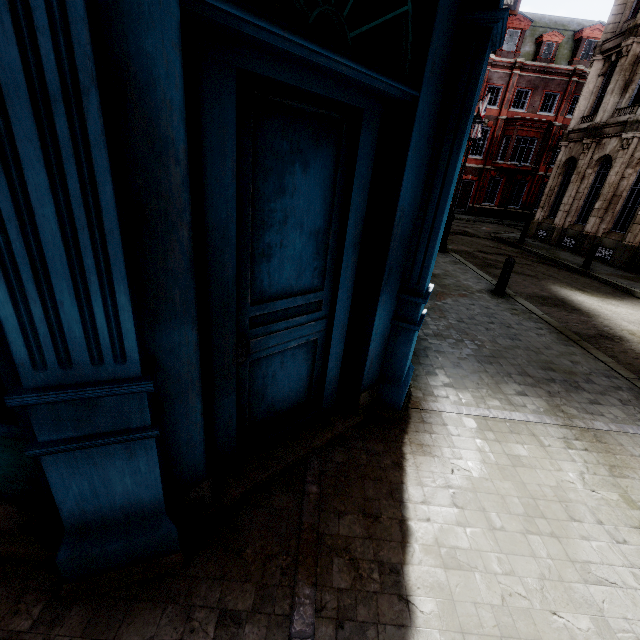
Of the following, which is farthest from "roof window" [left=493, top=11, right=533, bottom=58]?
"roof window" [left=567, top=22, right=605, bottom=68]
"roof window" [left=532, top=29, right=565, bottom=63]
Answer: "roof window" [left=567, top=22, right=605, bottom=68]

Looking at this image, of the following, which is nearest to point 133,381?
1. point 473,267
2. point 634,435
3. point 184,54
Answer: point 184,54

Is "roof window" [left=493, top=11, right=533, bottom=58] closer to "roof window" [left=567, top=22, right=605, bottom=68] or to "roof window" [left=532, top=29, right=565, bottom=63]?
"roof window" [left=532, top=29, right=565, bottom=63]

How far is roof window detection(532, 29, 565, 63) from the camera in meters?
26.7

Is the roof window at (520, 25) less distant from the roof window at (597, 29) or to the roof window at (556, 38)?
the roof window at (556, 38)

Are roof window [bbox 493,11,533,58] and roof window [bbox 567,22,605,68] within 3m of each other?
no
